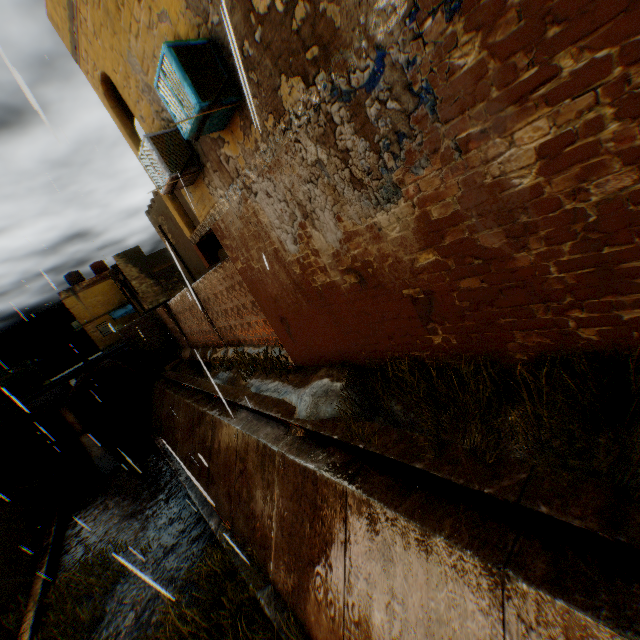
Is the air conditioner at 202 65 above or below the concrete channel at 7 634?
above

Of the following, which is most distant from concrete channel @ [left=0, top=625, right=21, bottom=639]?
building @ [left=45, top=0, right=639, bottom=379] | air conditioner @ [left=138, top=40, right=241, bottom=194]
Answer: air conditioner @ [left=138, top=40, right=241, bottom=194]

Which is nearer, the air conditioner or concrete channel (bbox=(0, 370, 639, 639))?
concrete channel (bbox=(0, 370, 639, 639))

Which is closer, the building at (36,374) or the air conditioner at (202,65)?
the air conditioner at (202,65)

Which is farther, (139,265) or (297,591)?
(139,265)

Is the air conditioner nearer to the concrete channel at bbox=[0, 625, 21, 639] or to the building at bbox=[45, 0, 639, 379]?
the building at bbox=[45, 0, 639, 379]
